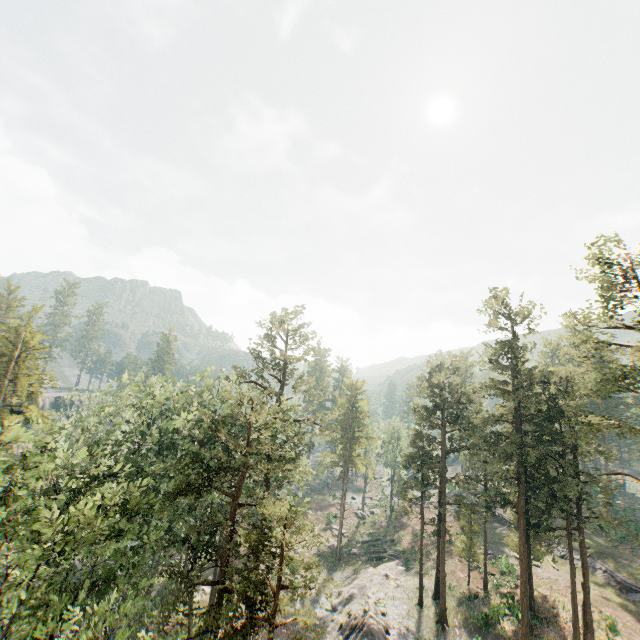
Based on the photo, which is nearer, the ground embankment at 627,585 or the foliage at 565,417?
the foliage at 565,417

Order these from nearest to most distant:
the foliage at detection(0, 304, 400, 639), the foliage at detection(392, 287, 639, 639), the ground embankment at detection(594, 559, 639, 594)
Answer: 1. the foliage at detection(0, 304, 400, 639)
2. the foliage at detection(392, 287, 639, 639)
3. the ground embankment at detection(594, 559, 639, 594)

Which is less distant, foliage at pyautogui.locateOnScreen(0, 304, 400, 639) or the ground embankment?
foliage at pyautogui.locateOnScreen(0, 304, 400, 639)

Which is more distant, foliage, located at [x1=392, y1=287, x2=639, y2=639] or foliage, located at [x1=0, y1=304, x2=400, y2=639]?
foliage, located at [x1=392, y1=287, x2=639, y2=639]

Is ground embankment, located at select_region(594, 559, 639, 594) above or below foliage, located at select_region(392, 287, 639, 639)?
below

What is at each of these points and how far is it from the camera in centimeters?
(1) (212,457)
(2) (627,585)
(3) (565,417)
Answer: (1) foliage, 3086cm
(2) ground embankment, 3512cm
(3) foliage, 3009cm

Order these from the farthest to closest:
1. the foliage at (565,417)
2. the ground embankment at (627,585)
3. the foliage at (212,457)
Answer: the ground embankment at (627,585) → the foliage at (565,417) → the foliage at (212,457)
